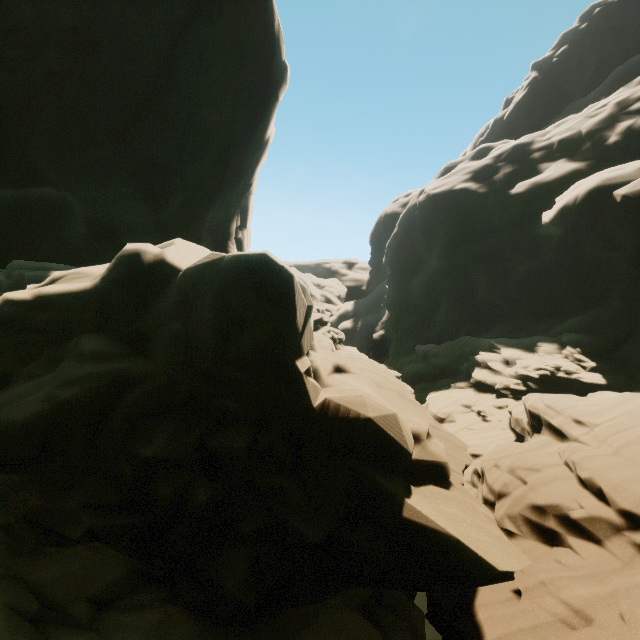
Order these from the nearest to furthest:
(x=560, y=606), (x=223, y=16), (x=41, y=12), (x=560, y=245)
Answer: (x=560, y=606), (x=41, y=12), (x=223, y=16), (x=560, y=245)
